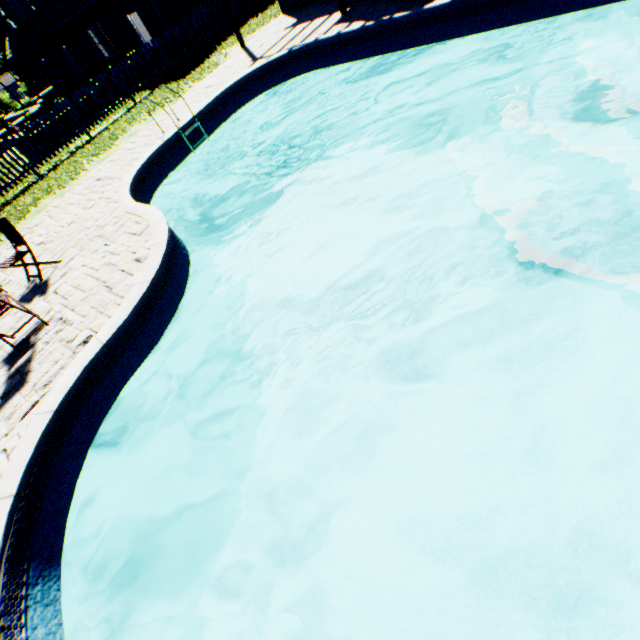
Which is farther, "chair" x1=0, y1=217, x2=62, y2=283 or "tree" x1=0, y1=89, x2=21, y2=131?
"tree" x1=0, y1=89, x2=21, y2=131

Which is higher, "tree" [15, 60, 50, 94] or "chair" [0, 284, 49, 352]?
"tree" [15, 60, 50, 94]

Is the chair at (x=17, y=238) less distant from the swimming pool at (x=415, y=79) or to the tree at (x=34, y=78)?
the swimming pool at (x=415, y=79)

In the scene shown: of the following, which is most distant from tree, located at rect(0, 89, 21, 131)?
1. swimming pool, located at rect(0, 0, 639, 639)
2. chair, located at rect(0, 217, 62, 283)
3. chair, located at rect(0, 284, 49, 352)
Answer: chair, located at rect(0, 217, 62, 283)

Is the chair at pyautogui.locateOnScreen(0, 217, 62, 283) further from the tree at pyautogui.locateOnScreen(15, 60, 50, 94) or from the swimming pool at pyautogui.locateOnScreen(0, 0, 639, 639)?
the tree at pyautogui.locateOnScreen(15, 60, 50, 94)

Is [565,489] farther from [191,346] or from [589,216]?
[191,346]

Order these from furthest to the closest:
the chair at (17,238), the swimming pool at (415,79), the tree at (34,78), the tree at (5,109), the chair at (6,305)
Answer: the tree at (34,78) < the tree at (5,109) < the chair at (17,238) < the chair at (6,305) < the swimming pool at (415,79)

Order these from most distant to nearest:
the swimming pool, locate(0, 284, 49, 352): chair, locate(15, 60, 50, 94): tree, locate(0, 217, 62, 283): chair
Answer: locate(15, 60, 50, 94): tree
locate(0, 217, 62, 283): chair
locate(0, 284, 49, 352): chair
the swimming pool
